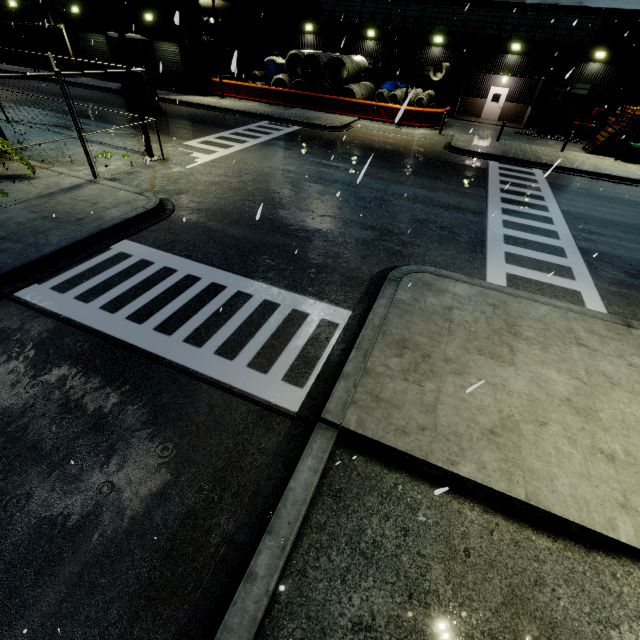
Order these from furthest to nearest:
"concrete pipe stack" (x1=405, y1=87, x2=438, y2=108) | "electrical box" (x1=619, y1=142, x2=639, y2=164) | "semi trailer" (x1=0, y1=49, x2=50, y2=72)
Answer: "semi trailer" (x1=0, y1=49, x2=50, y2=72) < "concrete pipe stack" (x1=405, y1=87, x2=438, y2=108) < "electrical box" (x1=619, y1=142, x2=639, y2=164)

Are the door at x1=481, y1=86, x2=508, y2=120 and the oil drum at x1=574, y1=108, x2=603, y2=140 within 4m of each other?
no

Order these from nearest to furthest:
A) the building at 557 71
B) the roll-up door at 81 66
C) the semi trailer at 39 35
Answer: the building at 557 71
the semi trailer at 39 35
the roll-up door at 81 66

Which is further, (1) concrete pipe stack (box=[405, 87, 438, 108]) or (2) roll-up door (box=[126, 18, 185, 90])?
(2) roll-up door (box=[126, 18, 185, 90])

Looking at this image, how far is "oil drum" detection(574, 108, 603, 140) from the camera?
25.40m

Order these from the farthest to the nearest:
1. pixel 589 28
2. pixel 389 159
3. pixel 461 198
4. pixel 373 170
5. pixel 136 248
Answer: pixel 589 28, pixel 389 159, pixel 373 170, pixel 461 198, pixel 136 248

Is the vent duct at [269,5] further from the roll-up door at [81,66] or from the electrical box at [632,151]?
the electrical box at [632,151]

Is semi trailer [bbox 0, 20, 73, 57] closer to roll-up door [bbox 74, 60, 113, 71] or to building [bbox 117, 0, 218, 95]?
roll-up door [bbox 74, 60, 113, 71]
